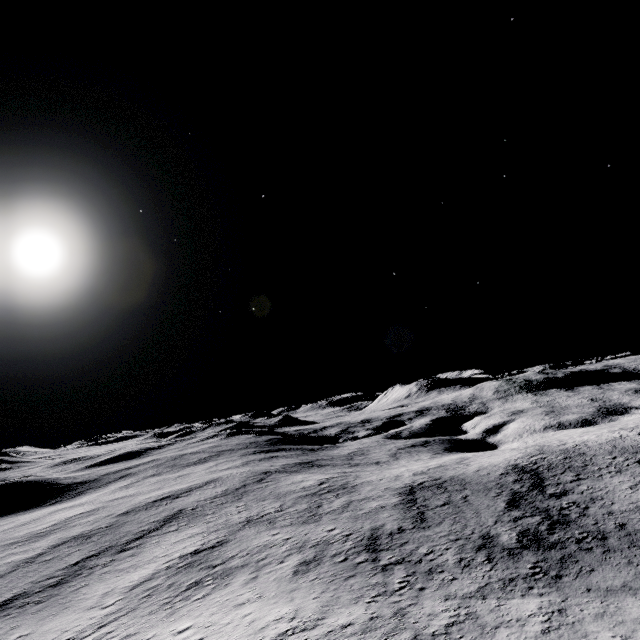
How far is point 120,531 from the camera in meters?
57.2
